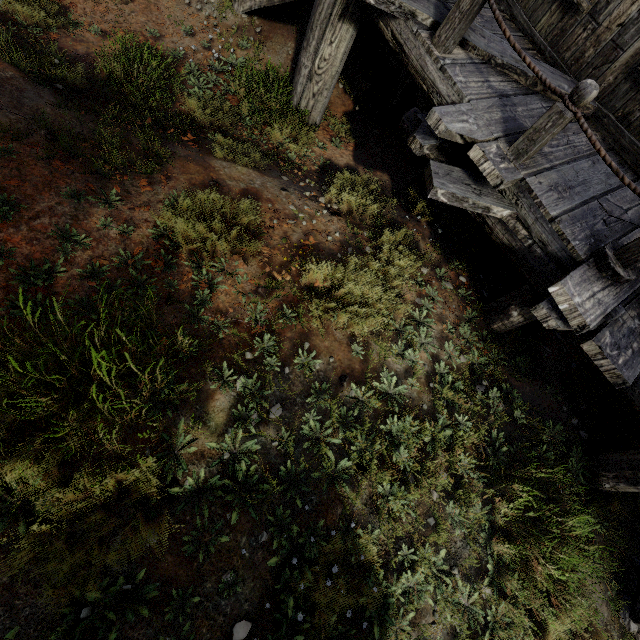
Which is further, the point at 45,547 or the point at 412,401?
the point at 412,401

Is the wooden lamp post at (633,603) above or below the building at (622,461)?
below

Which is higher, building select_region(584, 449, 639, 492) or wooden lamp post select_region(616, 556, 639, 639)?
building select_region(584, 449, 639, 492)
